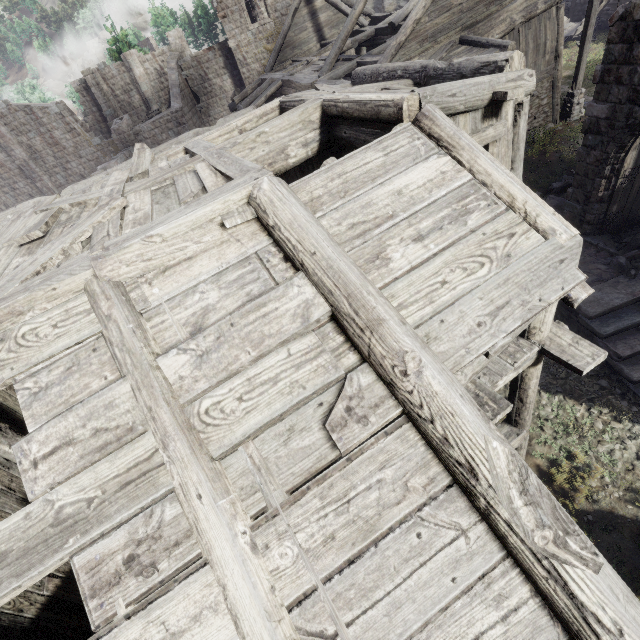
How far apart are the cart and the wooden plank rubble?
29.6m

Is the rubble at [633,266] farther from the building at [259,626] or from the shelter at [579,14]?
the shelter at [579,14]

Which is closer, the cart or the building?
the building

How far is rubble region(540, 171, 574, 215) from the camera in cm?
1212

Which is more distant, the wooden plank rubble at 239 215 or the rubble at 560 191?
the rubble at 560 191

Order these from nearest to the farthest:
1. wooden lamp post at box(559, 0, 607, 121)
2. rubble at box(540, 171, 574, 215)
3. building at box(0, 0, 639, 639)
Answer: building at box(0, 0, 639, 639), rubble at box(540, 171, 574, 215), wooden lamp post at box(559, 0, 607, 121)

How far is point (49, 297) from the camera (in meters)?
3.38

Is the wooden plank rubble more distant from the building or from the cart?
the cart
